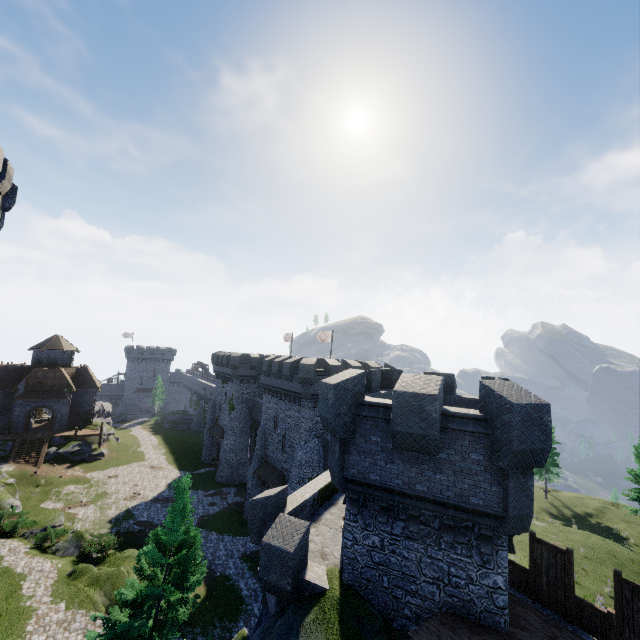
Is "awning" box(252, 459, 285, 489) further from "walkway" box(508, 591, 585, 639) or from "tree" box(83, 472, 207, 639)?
"walkway" box(508, 591, 585, 639)

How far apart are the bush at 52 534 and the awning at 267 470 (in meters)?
15.44

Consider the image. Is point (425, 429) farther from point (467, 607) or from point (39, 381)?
point (39, 381)

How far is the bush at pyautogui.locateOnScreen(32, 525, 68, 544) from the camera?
24.5m

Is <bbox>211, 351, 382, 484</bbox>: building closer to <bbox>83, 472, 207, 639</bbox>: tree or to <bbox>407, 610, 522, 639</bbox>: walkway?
<bbox>83, 472, 207, 639</bbox>: tree

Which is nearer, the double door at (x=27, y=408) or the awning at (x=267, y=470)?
the awning at (x=267, y=470)

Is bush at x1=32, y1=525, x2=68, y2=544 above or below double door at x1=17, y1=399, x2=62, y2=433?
below

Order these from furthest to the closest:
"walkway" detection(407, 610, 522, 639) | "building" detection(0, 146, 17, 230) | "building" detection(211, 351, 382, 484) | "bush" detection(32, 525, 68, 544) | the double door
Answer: the double door
"building" detection(211, 351, 382, 484)
"bush" detection(32, 525, 68, 544)
"building" detection(0, 146, 17, 230)
"walkway" detection(407, 610, 522, 639)
